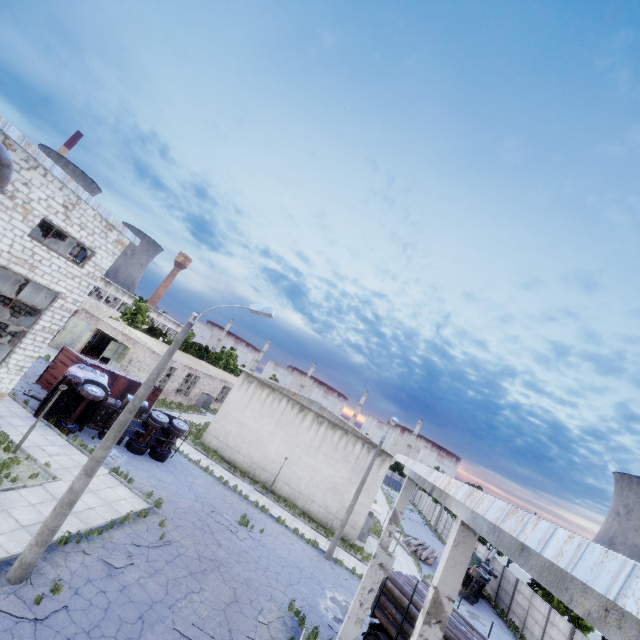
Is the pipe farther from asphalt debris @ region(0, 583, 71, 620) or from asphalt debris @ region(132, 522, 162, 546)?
asphalt debris @ region(132, 522, 162, 546)

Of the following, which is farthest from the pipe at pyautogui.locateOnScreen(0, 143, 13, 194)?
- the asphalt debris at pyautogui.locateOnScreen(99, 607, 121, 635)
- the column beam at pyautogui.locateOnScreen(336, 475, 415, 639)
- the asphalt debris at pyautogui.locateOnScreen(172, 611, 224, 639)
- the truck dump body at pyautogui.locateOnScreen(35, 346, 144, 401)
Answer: the column beam at pyautogui.locateOnScreen(336, 475, 415, 639)

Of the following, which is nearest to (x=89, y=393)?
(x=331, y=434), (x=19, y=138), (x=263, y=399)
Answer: (x=19, y=138)

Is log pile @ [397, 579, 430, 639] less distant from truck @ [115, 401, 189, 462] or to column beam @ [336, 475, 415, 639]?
column beam @ [336, 475, 415, 639]

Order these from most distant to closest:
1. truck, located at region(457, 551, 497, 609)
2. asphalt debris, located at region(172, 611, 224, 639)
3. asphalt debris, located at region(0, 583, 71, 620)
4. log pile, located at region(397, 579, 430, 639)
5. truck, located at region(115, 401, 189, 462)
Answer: truck, located at region(457, 551, 497, 609) → truck, located at region(115, 401, 189, 462) → log pile, located at region(397, 579, 430, 639) → asphalt debris, located at region(172, 611, 224, 639) → asphalt debris, located at region(0, 583, 71, 620)

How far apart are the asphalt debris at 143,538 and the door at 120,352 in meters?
23.8

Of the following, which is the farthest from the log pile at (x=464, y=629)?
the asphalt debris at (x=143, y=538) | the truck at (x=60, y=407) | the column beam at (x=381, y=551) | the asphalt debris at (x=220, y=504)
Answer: the truck at (x=60, y=407)

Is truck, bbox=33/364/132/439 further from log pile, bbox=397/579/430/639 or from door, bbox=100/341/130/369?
log pile, bbox=397/579/430/639
